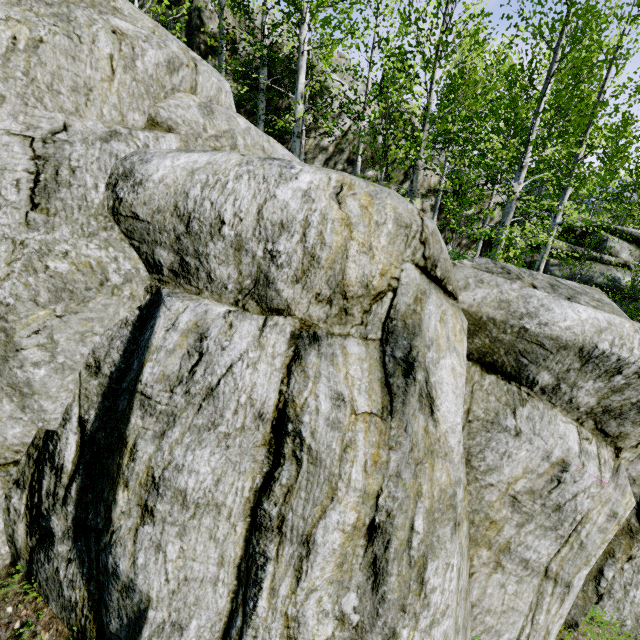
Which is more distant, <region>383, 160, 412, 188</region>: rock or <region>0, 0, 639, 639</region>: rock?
<region>383, 160, 412, 188</region>: rock

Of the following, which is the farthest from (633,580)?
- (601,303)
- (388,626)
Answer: (388,626)

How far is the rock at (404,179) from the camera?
13.4 meters

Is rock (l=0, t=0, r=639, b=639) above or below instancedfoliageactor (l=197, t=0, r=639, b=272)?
below

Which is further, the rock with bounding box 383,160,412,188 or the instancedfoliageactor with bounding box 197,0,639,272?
the rock with bounding box 383,160,412,188

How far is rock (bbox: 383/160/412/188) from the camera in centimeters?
1340cm

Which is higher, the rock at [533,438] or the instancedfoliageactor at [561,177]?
the instancedfoliageactor at [561,177]
